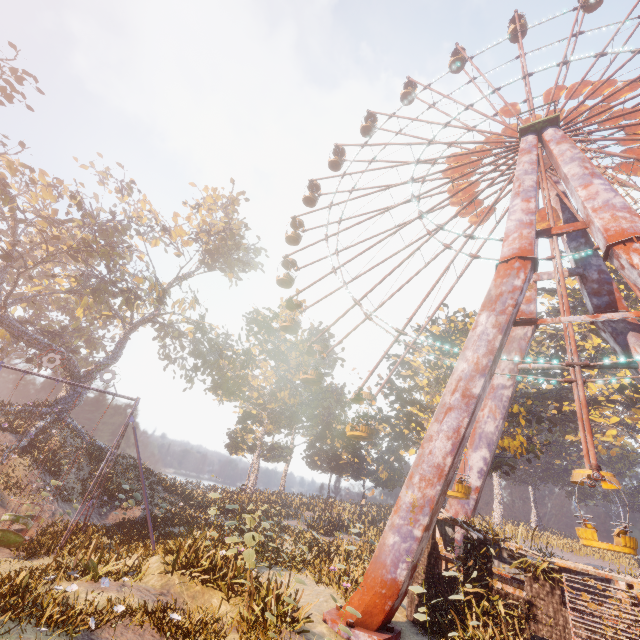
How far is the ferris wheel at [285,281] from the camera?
29.3 meters

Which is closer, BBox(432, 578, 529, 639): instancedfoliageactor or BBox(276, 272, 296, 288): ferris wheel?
BBox(432, 578, 529, 639): instancedfoliageactor

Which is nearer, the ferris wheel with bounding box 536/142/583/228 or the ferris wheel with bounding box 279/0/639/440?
the ferris wheel with bounding box 536/142/583/228

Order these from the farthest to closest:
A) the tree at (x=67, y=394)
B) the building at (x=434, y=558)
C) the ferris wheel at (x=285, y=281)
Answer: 1. the ferris wheel at (x=285, y=281)
2. the tree at (x=67, y=394)
3. the building at (x=434, y=558)

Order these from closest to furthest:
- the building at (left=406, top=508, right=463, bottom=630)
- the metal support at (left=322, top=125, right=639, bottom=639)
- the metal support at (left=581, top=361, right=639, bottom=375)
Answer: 1. the metal support at (left=322, top=125, right=639, bottom=639)
2. the building at (left=406, top=508, right=463, bottom=630)
3. the metal support at (left=581, top=361, right=639, bottom=375)

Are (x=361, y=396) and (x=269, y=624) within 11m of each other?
no

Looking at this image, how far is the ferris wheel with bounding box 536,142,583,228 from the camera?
19.4m

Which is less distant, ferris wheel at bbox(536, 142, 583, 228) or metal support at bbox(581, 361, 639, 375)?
metal support at bbox(581, 361, 639, 375)
